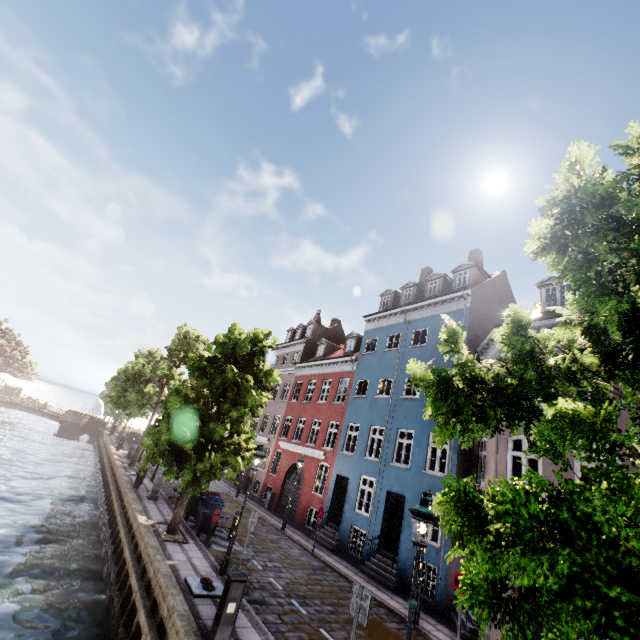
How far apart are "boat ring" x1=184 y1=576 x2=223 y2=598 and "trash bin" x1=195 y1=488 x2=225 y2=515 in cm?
490

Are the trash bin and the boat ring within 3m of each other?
no

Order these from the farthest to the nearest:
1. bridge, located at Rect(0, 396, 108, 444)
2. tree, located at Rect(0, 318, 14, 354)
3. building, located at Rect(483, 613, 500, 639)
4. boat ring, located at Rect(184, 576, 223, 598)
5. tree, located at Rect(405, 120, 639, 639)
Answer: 1. tree, located at Rect(0, 318, 14, 354)
2. bridge, located at Rect(0, 396, 108, 444)
3. building, located at Rect(483, 613, 500, 639)
4. boat ring, located at Rect(184, 576, 223, 598)
5. tree, located at Rect(405, 120, 639, 639)

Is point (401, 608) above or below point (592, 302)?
below

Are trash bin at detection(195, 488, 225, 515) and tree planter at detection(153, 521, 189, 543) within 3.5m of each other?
yes

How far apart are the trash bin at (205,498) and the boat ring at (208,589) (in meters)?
4.90

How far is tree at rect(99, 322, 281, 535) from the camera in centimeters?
1212cm

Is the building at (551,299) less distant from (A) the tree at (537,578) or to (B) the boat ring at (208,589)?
(A) the tree at (537,578)
